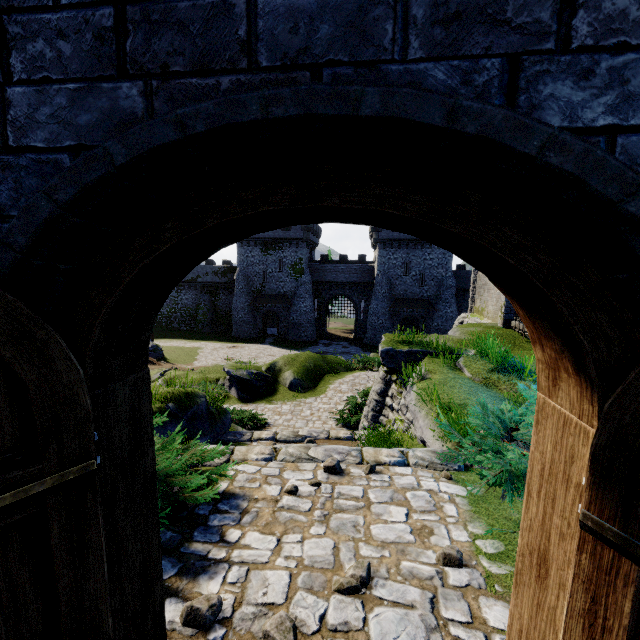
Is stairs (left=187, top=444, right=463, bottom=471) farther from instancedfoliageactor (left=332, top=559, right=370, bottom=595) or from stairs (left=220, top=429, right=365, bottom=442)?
instancedfoliageactor (left=332, top=559, right=370, bottom=595)

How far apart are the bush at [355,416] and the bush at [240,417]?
3.0 meters

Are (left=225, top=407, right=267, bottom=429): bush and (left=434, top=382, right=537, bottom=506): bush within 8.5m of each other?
no

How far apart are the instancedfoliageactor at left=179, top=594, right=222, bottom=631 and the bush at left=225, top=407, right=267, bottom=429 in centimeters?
1102cm

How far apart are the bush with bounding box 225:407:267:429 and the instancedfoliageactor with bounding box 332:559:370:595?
10.94m

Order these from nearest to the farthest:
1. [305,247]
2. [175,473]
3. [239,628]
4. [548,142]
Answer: [548,142] → [239,628] → [175,473] → [305,247]

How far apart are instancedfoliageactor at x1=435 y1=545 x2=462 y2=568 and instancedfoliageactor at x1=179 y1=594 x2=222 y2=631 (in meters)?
1.88

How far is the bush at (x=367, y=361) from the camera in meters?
23.4 m
